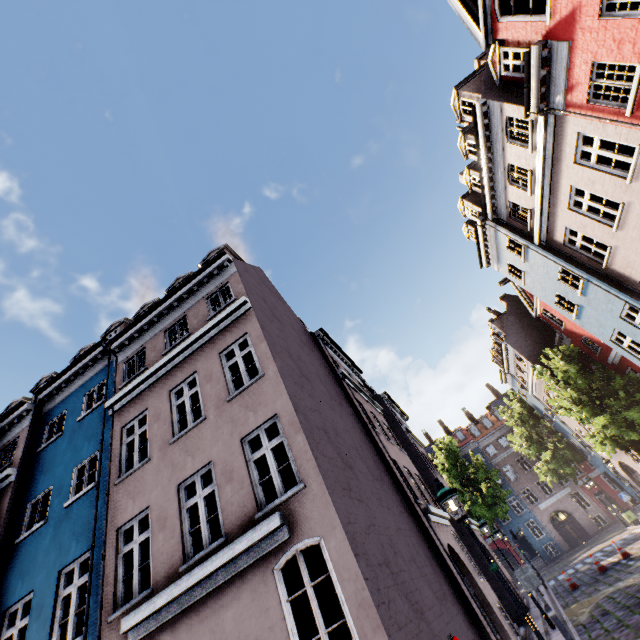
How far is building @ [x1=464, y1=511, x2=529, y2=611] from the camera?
17.2m

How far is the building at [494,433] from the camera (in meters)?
34.94

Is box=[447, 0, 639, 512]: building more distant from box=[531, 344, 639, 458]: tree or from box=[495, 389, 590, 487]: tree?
box=[495, 389, 590, 487]: tree

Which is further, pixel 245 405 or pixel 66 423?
pixel 66 423

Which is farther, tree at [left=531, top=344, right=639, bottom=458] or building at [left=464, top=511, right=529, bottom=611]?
tree at [left=531, top=344, right=639, bottom=458]

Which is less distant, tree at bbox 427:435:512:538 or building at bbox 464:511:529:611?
building at bbox 464:511:529:611

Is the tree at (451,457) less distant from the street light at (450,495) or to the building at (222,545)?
the building at (222,545)

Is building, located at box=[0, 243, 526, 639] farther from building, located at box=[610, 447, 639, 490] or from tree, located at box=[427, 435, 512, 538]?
building, located at box=[610, 447, 639, 490]
